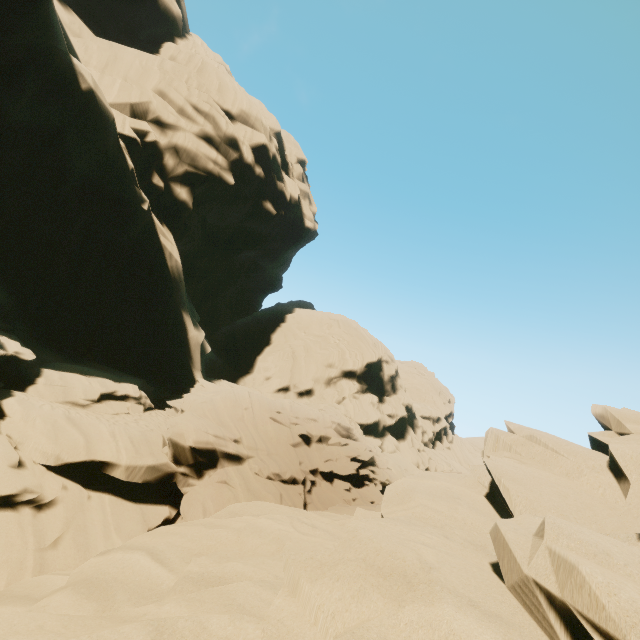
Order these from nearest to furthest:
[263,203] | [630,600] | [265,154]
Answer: [630,600] → [263,203] → [265,154]
